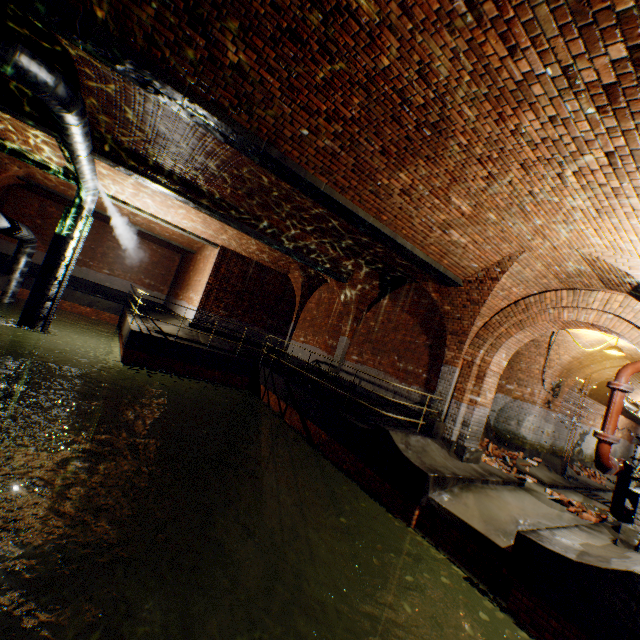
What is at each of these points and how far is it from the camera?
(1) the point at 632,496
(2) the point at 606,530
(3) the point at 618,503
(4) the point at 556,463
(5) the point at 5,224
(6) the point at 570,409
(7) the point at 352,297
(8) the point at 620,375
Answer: (1) walkway, 7.51m
(2) building tunnel, 6.59m
(3) pipe, 7.04m
(4) wall archway, 11.75m
(5) pipe, 10.12m
(6) building tunnel, 13.48m
(7) support arch, 12.84m
(8) pipe, 6.14m

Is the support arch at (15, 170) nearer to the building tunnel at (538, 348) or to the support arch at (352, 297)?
the support arch at (352, 297)

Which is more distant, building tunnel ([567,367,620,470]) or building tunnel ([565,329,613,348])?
building tunnel ([567,367,620,470])

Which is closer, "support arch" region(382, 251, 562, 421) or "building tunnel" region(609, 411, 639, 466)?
"support arch" region(382, 251, 562, 421)

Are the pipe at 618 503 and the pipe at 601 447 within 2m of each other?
yes

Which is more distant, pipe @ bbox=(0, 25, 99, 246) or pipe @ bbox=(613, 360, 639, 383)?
pipe @ bbox=(613, 360, 639, 383)

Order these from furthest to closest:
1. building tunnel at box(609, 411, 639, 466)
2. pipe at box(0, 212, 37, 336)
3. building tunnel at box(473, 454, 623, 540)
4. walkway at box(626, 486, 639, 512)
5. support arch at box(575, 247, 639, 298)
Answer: building tunnel at box(609, 411, 639, 466)
pipe at box(0, 212, 37, 336)
walkway at box(626, 486, 639, 512)
building tunnel at box(473, 454, 623, 540)
support arch at box(575, 247, 639, 298)

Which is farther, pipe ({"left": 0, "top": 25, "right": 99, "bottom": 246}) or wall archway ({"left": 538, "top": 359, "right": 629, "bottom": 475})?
wall archway ({"left": 538, "top": 359, "right": 629, "bottom": 475})
